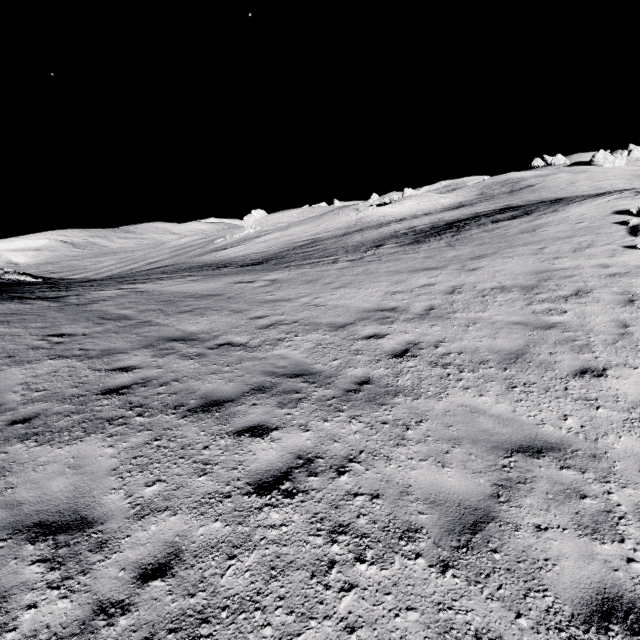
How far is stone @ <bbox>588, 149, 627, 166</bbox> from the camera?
53.5 meters

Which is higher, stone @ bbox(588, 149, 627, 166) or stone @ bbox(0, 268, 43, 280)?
stone @ bbox(588, 149, 627, 166)

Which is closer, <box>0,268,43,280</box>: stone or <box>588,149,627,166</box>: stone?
<box>0,268,43,280</box>: stone

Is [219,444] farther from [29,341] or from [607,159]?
[607,159]

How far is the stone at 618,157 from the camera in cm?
5347

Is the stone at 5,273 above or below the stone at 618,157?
below
